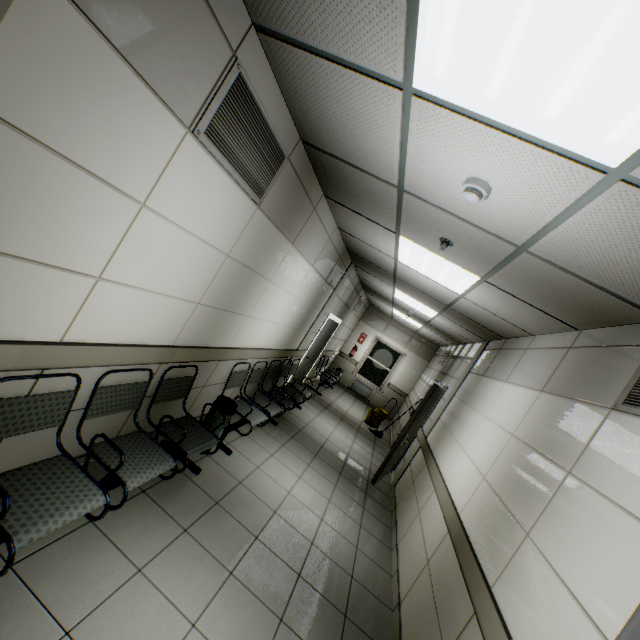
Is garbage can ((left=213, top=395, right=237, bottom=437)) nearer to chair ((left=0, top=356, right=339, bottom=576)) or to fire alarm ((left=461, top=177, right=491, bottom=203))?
chair ((left=0, top=356, right=339, bottom=576))

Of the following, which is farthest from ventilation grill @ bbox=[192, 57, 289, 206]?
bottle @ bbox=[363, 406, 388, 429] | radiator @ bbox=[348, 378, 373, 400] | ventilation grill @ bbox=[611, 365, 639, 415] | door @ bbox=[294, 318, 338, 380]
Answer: radiator @ bbox=[348, 378, 373, 400]

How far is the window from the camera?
12.3m

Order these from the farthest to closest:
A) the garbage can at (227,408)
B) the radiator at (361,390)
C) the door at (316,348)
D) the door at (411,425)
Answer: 1. the radiator at (361,390)
2. the door at (316,348)
3. the door at (411,425)
4. the garbage can at (227,408)

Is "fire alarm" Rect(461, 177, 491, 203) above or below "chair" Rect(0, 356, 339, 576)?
above

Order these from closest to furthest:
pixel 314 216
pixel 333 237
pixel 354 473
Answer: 1. pixel 314 216
2. pixel 333 237
3. pixel 354 473

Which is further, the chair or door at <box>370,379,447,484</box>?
door at <box>370,379,447,484</box>

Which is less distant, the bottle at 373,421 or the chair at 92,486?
the chair at 92,486
